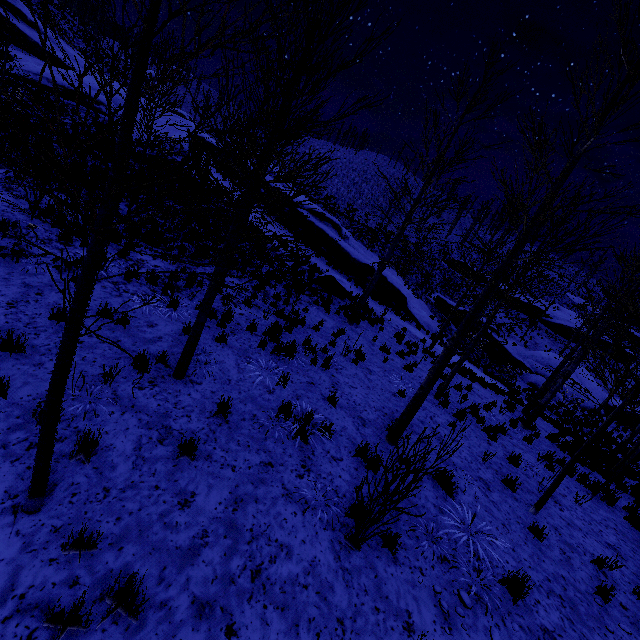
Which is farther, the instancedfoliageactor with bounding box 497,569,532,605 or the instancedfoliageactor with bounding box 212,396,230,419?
the instancedfoliageactor with bounding box 212,396,230,419

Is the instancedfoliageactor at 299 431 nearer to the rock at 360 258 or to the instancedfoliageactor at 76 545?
the instancedfoliageactor at 76 545

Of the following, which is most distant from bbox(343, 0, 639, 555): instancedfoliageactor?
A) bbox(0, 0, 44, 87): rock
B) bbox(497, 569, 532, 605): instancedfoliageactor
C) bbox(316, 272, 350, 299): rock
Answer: bbox(0, 0, 44, 87): rock

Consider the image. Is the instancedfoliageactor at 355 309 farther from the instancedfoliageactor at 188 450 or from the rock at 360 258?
the instancedfoliageactor at 188 450

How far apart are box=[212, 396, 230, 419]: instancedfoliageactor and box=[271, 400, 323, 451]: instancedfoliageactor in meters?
1.0

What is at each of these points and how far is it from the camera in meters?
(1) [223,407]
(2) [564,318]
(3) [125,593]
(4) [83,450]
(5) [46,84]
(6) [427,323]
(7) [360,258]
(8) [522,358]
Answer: (1) instancedfoliageactor, 5.5
(2) rock, 39.0
(3) instancedfoliageactor, 2.8
(4) instancedfoliageactor, 3.9
(5) rock, 23.6
(6) rock, 22.0
(7) rock, 21.6
(8) rock, 28.2

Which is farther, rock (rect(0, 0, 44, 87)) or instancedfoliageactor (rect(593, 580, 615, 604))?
rock (rect(0, 0, 44, 87))

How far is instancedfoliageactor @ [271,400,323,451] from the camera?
5.8 meters
